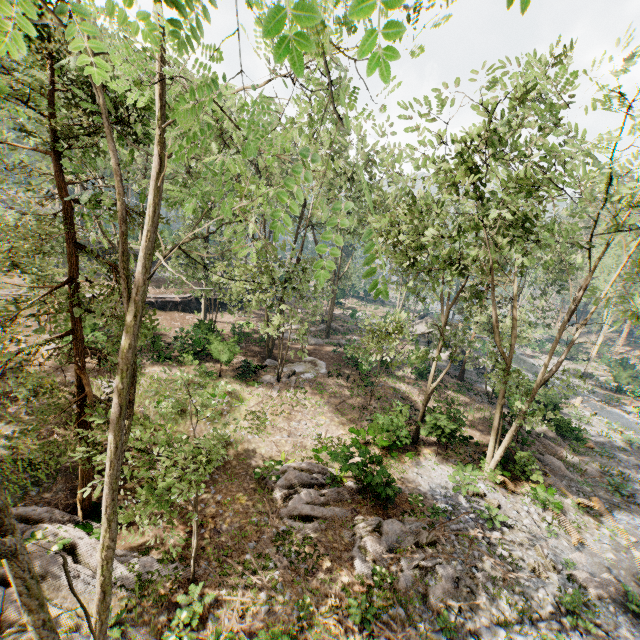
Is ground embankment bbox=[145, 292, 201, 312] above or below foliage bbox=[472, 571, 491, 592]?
above

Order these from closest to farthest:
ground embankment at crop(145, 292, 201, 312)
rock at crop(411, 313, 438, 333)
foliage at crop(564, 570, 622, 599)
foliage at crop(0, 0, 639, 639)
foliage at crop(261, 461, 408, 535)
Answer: foliage at crop(0, 0, 639, 639) → foliage at crop(564, 570, 622, 599) → foliage at crop(261, 461, 408, 535) → ground embankment at crop(145, 292, 201, 312) → rock at crop(411, 313, 438, 333)

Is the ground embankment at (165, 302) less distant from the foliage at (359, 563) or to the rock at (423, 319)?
the foliage at (359, 563)

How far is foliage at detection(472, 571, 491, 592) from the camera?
11.5 meters

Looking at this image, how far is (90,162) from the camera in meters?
8.1 m

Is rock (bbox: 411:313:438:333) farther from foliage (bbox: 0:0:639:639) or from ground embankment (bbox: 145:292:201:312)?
ground embankment (bbox: 145:292:201:312)

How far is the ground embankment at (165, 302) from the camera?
31.1 meters
